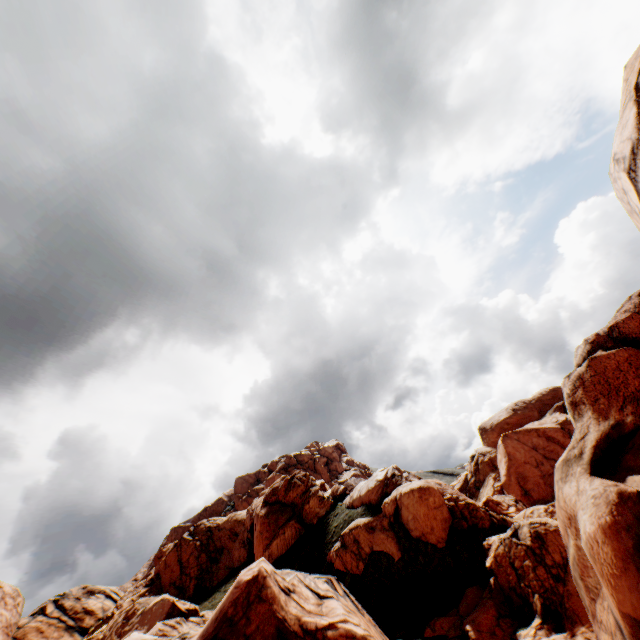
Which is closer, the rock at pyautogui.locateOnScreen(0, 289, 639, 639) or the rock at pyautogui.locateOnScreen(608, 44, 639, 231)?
the rock at pyautogui.locateOnScreen(608, 44, 639, 231)

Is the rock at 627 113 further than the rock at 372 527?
No

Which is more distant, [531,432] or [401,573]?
[531,432]
